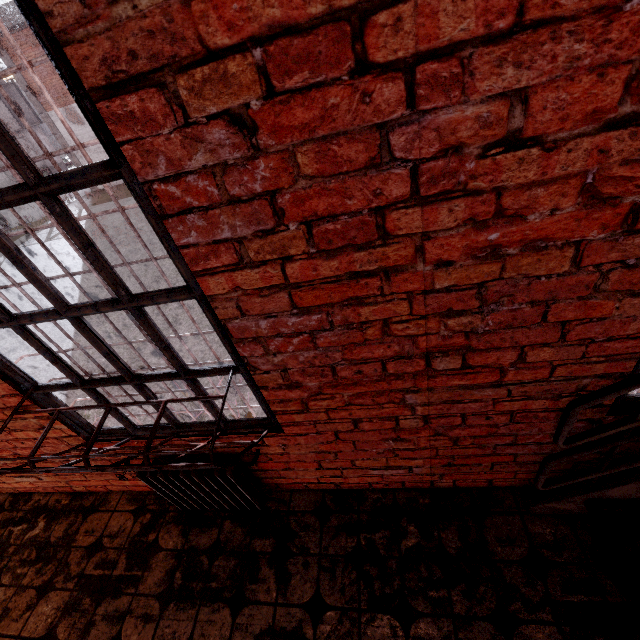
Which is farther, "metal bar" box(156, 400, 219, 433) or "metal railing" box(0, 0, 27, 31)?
"metal railing" box(0, 0, 27, 31)

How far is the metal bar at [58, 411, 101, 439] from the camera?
1.99m

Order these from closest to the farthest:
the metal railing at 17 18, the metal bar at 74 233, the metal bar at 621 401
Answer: the metal bar at 74 233
the metal bar at 621 401
the metal railing at 17 18

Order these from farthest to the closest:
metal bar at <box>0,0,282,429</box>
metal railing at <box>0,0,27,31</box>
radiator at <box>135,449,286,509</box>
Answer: metal railing at <box>0,0,27,31</box>
radiator at <box>135,449,286,509</box>
metal bar at <box>0,0,282,429</box>

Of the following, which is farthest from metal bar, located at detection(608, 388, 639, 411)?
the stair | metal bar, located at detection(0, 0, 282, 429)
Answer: metal bar, located at detection(0, 0, 282, 429)

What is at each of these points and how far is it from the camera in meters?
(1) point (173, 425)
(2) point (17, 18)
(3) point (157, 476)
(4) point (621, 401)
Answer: (1) metal bar, 2.0 m
(2) metal railing, 14.7 m
(3) radiator, 2.0 m
(4) metal bar, 1.5 m

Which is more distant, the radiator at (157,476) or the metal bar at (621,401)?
the radiator at (157,476)
